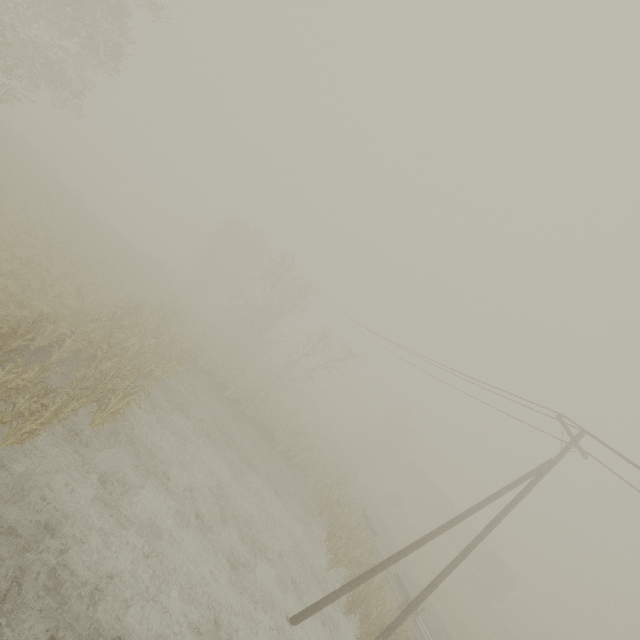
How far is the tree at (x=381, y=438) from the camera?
42.31m

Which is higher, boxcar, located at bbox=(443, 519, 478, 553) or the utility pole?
the utility pole

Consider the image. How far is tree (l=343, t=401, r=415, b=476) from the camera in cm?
4231

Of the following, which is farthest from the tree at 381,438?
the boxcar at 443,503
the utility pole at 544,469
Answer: the utility pole at 544,469

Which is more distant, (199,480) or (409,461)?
(409,461)

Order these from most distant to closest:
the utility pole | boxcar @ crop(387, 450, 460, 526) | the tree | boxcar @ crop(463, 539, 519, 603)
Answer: boxcar @ crop(387, 450, 460, 526) → the tree → boxcar @ crop(463, 539, 519, 603) → the utility pole

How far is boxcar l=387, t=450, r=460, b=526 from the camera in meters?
47.2
